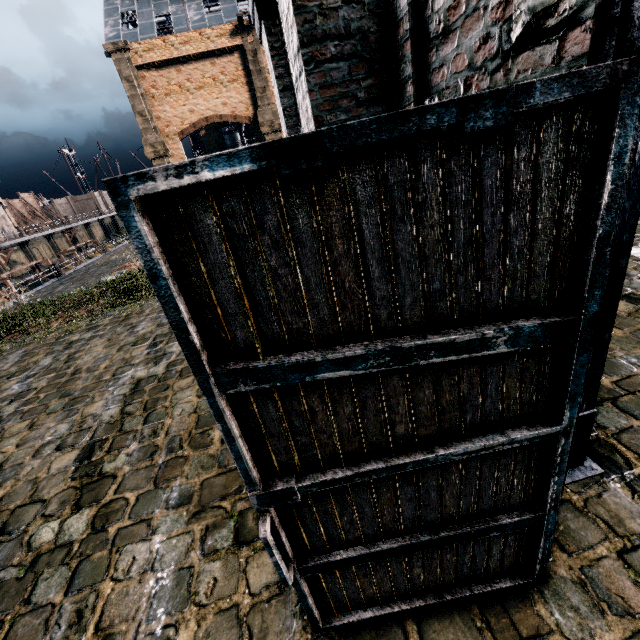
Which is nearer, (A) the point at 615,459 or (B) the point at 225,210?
(B) the point at 225,210

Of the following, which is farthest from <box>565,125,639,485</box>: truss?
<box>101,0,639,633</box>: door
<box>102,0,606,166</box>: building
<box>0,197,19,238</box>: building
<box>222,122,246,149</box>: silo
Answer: <box>222,122,246,149</box>: silo

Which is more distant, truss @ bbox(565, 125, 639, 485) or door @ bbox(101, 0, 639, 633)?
truss @ bbox(565, 125, 639, 485)

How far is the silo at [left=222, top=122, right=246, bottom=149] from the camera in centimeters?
5420cm

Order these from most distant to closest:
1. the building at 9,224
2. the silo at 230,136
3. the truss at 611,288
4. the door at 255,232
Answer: the silo at 230,136
the building at 9,224
the truss at 611,288
the door at 255,232

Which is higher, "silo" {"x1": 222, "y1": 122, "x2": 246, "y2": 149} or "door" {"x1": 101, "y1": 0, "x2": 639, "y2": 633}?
"silo" {"x1": 222, "y1": 122, "x2": 246, "y2": 149}

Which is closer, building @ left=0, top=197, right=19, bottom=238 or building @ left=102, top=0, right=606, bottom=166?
building @ left=102, top=0, right=606, bottom=166

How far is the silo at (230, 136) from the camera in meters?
54.2 m
